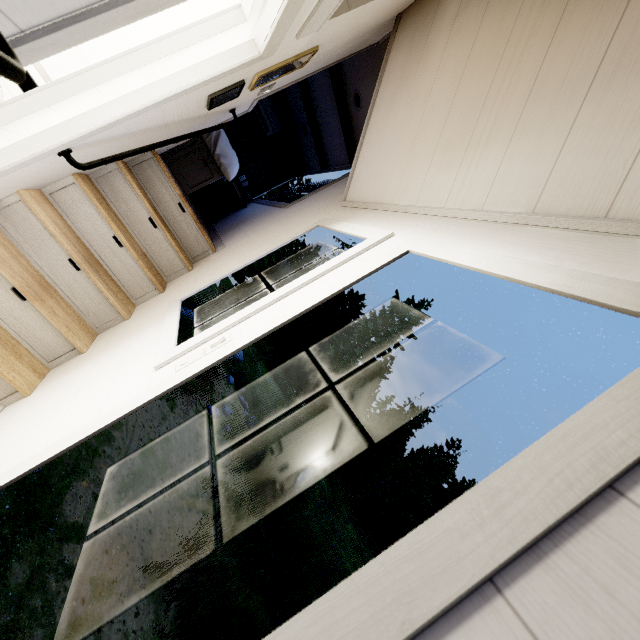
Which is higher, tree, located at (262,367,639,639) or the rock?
tree, located at (262,367,639,639)

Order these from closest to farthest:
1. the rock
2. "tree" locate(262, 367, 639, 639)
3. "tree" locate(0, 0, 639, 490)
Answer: "tree" locate(262, 367, 639, 639) < "tree" locate(0, 0, 639, 490) < the rock

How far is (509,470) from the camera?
0.52m

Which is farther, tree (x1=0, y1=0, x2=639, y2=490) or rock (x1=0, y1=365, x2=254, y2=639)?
rock (x1=0, y1=365, x2=254, y2=639)

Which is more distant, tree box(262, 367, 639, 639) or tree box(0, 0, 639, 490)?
tree box(0, 0, 639, 490)

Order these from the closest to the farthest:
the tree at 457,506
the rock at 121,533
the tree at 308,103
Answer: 1. the tree at 457,506
2. the tree at 308,103
3. the rock at 121,533

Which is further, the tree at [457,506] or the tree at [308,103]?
the tree at [308,103]
